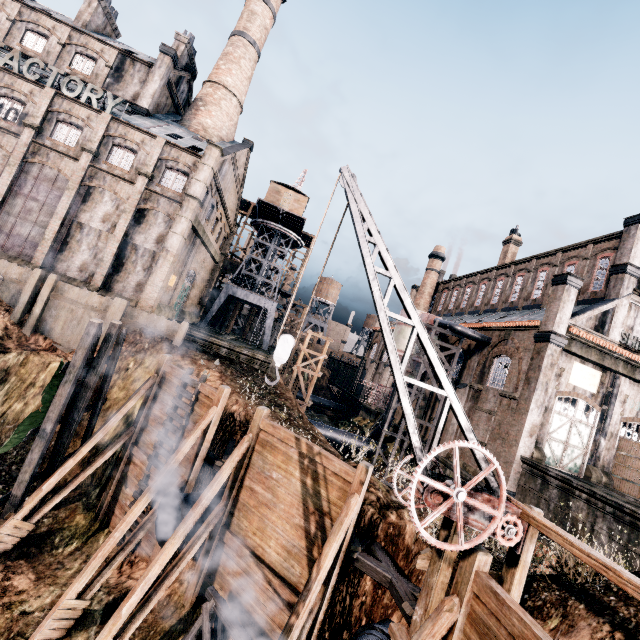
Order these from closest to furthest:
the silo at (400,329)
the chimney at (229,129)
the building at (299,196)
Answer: the silo at (400,329)
the chimney at (229,129)
the building at (299,196)

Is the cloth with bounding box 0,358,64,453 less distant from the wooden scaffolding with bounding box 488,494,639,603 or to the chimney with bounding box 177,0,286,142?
the wooden scaffolding with bounding box 488,494,639,603

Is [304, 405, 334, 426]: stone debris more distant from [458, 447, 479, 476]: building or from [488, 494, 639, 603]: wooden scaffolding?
[488, 494, 639, 603]: wooden scaffolding

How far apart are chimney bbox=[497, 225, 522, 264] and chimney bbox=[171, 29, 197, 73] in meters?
43.5

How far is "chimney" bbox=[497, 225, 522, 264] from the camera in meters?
39.9

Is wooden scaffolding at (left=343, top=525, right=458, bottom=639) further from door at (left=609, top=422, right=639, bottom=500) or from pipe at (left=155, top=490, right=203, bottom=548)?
door at (left=609, top=422, right=639, bottom=500)

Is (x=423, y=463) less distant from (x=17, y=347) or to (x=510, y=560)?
(x=510, y=560)

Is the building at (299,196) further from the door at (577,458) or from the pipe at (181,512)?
the pipe at (181,512)
